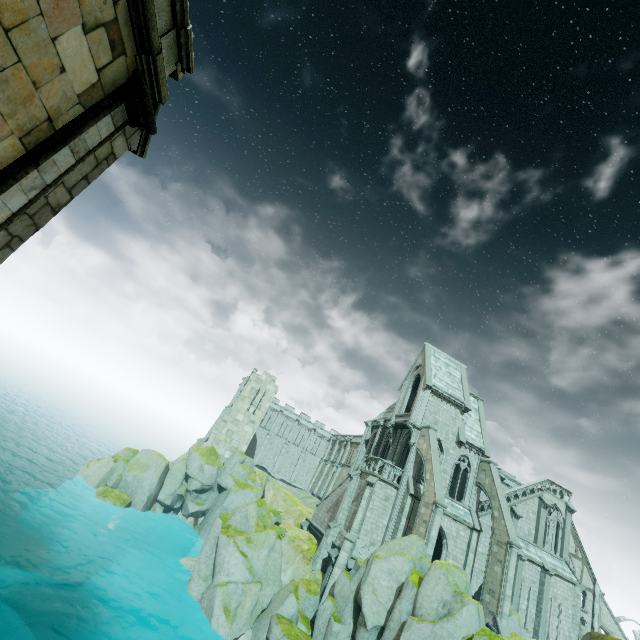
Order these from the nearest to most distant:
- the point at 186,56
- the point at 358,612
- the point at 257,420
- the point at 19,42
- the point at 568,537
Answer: the point at 19,42, the point at 186,56, the point at 358,612, the point at 568,537, the point at 257,420

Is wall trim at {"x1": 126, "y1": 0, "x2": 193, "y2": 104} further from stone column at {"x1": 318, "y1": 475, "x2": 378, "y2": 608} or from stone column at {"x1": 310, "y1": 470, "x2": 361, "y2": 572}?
stone column at {"x1": 310, "y1": 470, "x2": 361, "y2": 572}

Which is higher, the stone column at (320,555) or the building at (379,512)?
the building at (379,512)

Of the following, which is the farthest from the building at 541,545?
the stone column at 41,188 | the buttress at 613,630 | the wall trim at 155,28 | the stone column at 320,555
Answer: the wall trim at 155,28

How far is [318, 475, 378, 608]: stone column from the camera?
23.9m

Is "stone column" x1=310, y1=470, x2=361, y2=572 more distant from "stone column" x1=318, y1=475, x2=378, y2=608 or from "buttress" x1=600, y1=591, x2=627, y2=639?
"buttress" x1=600, y1=591, x2=627, y2=639

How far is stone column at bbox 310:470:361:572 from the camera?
26.9m

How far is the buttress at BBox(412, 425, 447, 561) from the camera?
22.73m
